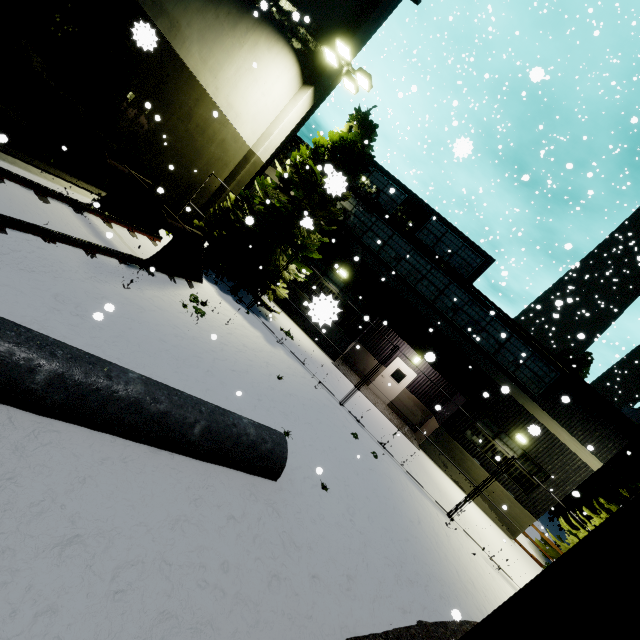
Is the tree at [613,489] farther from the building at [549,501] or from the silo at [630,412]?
the building at [549,501]

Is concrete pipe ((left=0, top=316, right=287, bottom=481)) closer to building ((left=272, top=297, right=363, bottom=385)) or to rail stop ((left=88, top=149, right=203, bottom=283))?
rail stop ((left=88, top=149, right=203, bottom=283))

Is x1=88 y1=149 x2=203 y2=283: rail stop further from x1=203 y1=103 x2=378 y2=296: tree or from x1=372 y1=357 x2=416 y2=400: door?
x1=372 y1=357 x2=416 y2=400: door

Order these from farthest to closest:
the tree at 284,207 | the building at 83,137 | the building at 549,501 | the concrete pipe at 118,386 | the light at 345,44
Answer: the building at 549,501
the tree at 284,207
the light at 345,44
the building at 83,137
the concrete pipe at 118,386

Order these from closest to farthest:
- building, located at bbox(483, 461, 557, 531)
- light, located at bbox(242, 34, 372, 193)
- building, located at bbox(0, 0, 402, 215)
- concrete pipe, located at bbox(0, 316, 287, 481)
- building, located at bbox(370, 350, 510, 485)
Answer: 1. concrete pipe, located at bbox(0, 316, 287, 481)
2. building, located at bbox(0, 0, 402, 215)
3. light, located at bbox(242, 34, 372, 193)
4. building, located at bbox(483, 461, 557, 531)
5. building, located at bbox(370, 350, 510, 485)

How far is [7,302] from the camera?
4.5m

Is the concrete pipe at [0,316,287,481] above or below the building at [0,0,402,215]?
below

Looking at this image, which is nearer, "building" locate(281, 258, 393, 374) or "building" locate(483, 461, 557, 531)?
"building" locate(281, 258, 393, 374)
